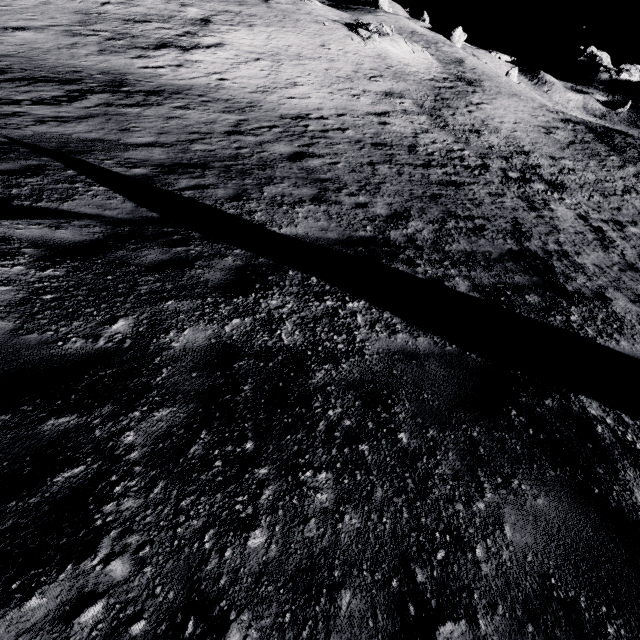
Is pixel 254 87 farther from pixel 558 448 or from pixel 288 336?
pixel 558 448
